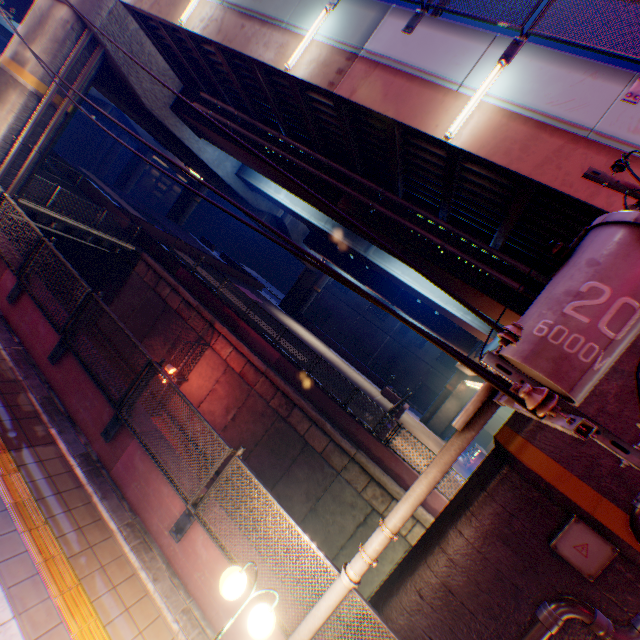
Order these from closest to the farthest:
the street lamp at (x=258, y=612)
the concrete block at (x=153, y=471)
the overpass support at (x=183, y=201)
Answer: Result: the street lamp at (x=258, y=612), the concrete block at (x=153, y=471), the overpass support at (x=183, y=201)

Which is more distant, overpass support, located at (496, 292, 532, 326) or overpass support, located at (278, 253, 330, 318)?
overpass support, located at (278, 253, 330, 318)

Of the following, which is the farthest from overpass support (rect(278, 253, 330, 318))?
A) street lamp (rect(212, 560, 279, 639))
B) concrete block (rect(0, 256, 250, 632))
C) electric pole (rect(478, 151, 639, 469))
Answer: street lamp (rect(212, 560, 279, 639))

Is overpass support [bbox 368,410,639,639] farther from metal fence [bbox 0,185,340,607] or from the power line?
the power line

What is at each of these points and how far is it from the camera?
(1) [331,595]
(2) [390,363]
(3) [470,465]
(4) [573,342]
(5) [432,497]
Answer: (1) electric pole, 4.1 meters
(2) building, 49.2 meters
(3) vending machine, 27.8 meters
(4) electric pole, 2.7 meters
(5) concrete block, 13.6 meters

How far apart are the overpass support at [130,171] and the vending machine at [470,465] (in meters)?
64.50

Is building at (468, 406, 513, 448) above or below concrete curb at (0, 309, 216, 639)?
above

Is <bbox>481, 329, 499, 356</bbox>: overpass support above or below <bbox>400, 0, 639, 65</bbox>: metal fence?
below
